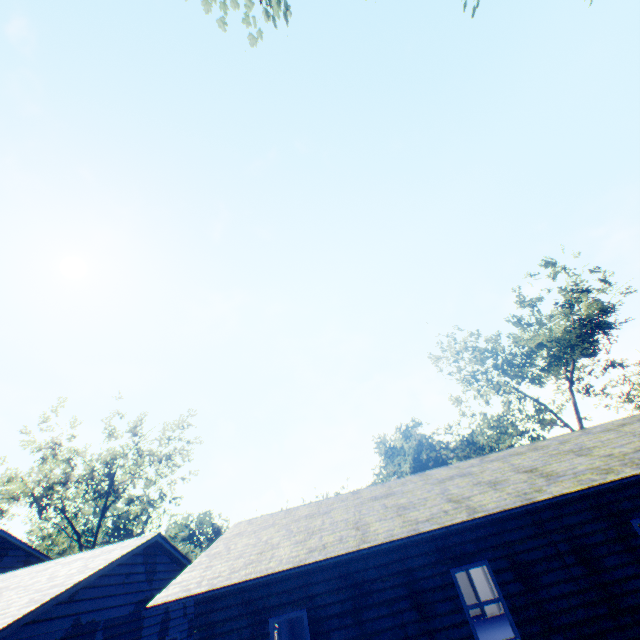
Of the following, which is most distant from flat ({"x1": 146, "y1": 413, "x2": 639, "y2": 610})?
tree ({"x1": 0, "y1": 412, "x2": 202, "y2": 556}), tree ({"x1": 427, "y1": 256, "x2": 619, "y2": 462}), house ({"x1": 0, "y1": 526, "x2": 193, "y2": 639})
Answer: tree ({"x1": 0, "y1": 412, "x2": 202, "y2": 556})

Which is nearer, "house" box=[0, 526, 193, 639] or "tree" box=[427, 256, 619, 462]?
"house" box=[0, 526, 193, 639]

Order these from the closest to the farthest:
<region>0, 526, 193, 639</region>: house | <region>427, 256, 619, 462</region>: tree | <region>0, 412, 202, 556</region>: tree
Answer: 1. <region>0, 526, 193, 639</region>: house
2. <region>427, 256, 619, 462</region>: tree
3. <region>0, 412, 202, 556</region>: tree

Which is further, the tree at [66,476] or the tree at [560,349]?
the tree at [66,476]

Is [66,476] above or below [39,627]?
above

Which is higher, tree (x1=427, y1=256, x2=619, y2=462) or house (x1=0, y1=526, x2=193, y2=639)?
tree (x1=427, y1=256, x2=619, y2=462)

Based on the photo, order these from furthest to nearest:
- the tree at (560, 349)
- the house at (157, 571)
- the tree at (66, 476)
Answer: the tree at (66, 476)
the tree at (560, 349)
the house at (157, 571)

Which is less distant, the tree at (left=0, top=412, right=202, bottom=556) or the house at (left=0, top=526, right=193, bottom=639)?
the house at (left=0, top=526, right=193, bottom=639)
